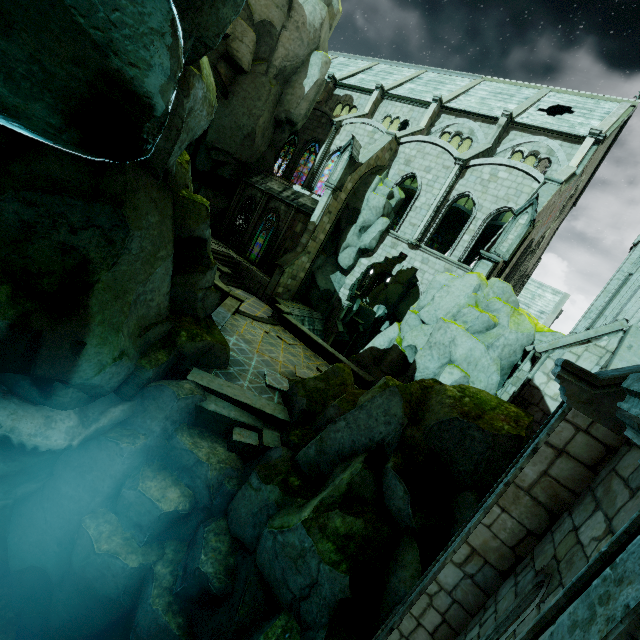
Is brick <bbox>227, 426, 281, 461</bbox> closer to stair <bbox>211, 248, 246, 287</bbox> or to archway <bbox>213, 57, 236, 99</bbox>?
stair <bbox>211, 248, 246, 287</bbox>

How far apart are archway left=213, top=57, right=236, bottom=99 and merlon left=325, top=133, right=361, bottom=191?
10.1 meters

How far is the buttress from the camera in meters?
23.1

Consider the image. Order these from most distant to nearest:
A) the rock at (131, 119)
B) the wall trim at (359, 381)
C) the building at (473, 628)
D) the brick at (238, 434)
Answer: the wall trim at (359, 381), the brick at (238, 434), the rock at (131, 119), the building at (473, 628)

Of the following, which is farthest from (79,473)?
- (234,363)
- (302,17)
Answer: (302,17)

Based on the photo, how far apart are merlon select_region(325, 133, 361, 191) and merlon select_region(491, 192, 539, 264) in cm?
1098

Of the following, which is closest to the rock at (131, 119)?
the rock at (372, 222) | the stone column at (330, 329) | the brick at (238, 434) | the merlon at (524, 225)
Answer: the brick at (238, 434)

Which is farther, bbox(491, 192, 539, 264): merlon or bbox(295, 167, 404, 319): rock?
bbox(295, 167, 404, 319): rock
